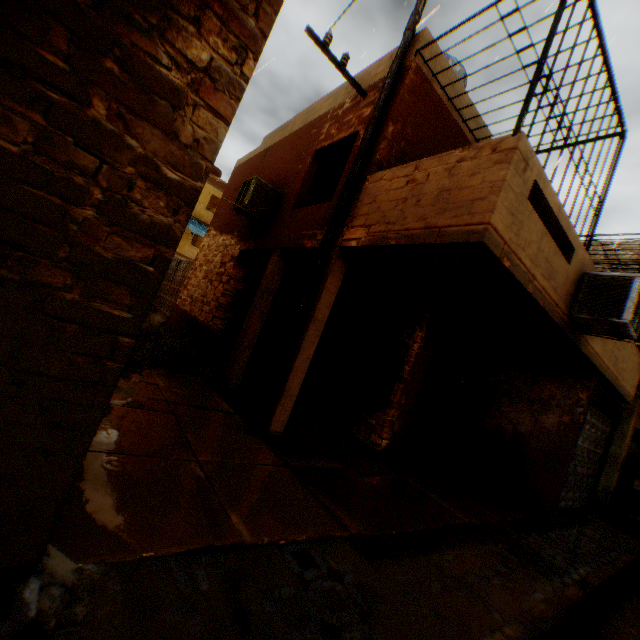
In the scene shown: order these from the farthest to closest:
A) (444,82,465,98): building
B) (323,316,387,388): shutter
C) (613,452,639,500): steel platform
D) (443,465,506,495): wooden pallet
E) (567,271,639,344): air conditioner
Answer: (613,452,639,500): steel platform < (323,316,387,388): shutter < (443,465,506,495): wooden pallet < (444,82,465,98): building < (567,271,639,344): air conditioner

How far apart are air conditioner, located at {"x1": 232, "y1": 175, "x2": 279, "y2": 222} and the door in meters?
5.5 m

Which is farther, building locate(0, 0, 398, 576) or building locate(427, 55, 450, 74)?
building locate(427, 55, 450, 74)

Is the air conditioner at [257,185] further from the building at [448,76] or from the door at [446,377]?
the door at [446,377]

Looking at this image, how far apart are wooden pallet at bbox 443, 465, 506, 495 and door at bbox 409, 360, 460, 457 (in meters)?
0.51

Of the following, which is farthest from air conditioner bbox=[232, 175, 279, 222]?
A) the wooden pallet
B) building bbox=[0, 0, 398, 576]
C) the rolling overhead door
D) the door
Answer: the rolling overhead door

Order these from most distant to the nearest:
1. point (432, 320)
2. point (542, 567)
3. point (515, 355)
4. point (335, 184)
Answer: point (335, 184), point (515, 355), point (432, 320), point (542, 567)

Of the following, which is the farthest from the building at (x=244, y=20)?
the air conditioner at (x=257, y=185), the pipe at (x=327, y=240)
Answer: the air conditioner at (x=257, y=185)
